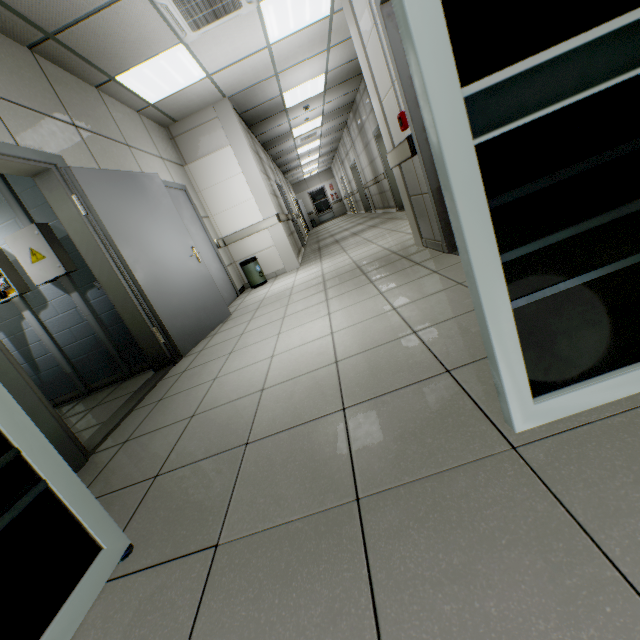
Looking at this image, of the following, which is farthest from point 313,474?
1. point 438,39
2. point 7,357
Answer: point 7,357

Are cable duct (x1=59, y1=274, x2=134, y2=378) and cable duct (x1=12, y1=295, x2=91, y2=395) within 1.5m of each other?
yes

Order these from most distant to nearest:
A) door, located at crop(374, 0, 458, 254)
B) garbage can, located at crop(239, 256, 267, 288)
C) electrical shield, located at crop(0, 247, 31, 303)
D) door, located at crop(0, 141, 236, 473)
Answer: garbage can, located at crop(239, 256, 267, 288) < electrical shield, located at crop(0, 247, 31, 303) < door, located at crop(374, 0, 458, 254) < door, located at crop(0, 141, 236, 473)

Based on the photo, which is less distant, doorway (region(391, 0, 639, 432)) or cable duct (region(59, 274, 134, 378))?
doorway (region(391, 0, 639, 432))

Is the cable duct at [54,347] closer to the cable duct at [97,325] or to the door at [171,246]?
the cable duct at [97,325]

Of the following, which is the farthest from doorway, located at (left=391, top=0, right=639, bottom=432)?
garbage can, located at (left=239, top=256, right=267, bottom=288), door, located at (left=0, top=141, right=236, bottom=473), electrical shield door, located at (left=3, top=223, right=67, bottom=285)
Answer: garbage can, located at (left=239, top=256, right=267, bottom=288)

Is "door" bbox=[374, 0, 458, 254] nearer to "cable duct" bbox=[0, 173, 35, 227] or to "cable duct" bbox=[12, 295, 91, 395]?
"cable duct" bbox=[0, 173, 35, 227]

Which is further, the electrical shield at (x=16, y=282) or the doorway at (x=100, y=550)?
the electrical shield at (x=16, y=282)
